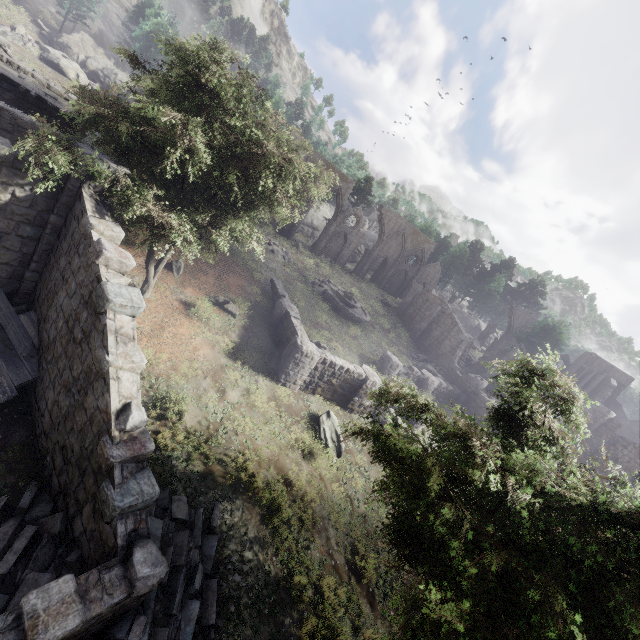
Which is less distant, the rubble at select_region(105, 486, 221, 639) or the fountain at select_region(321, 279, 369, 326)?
the rubble at select_region(105, 486, 221, 639)

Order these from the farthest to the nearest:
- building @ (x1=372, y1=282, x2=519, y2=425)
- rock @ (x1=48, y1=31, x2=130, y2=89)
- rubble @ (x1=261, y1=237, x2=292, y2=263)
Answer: rock @ (x1=48, y1=31, x2=130, y2=89)
rubble @ (x1=261, y1=237, x2=292, y2=263)
building @ (x1=372, y1=282, x2=519, y2=425)

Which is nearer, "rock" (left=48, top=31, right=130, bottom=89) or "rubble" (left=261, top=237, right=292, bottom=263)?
"rubble" (left=261, top=237, right=292, bottom=263)

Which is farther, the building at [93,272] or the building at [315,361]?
the building at [315,361]

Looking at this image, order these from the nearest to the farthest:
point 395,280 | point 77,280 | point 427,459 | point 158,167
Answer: point 427,459 < point 77,280 < point 158,167 < point 395,280

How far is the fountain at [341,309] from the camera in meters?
29.2

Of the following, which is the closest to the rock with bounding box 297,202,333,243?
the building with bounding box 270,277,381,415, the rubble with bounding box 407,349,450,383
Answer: the building with bounding box 270,277,381,415

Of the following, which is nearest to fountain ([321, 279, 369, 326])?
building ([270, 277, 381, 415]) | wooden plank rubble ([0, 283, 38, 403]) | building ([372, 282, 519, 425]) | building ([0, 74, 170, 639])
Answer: building ([270, 277, 381, 415])
